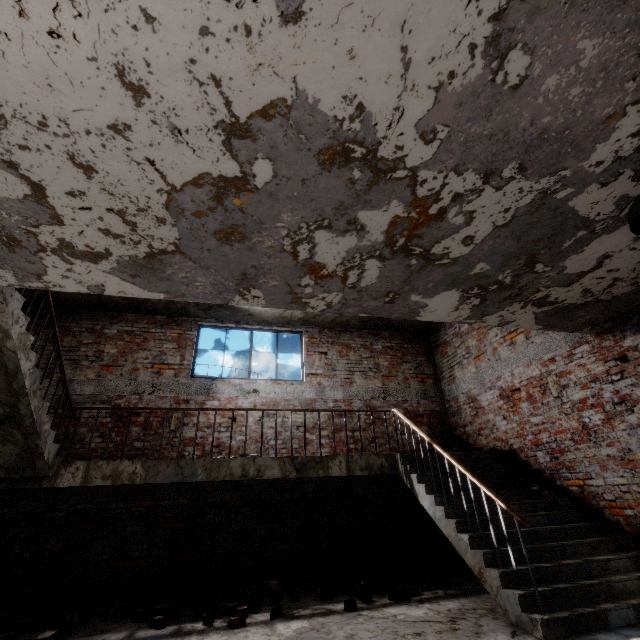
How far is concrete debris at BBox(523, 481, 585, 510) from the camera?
4.68m

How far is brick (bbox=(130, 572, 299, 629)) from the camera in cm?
358

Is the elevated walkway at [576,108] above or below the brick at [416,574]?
above

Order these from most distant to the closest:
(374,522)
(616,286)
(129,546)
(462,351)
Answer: (462,351), (374,522), (129,546), (616,286)

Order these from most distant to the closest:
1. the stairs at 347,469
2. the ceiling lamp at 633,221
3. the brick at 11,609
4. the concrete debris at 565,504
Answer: the concrete debris at 565,504 → the brick at 11,609 → the stairs at 347,469 → the ceiling lamp at 633,221

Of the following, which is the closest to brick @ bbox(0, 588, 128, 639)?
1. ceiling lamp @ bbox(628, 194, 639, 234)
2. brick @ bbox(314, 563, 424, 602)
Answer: brick @ bbox(314, 563, 424, 602)

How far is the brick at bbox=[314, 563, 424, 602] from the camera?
4.1 meters

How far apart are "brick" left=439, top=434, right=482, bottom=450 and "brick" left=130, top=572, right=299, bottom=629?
4.24m
